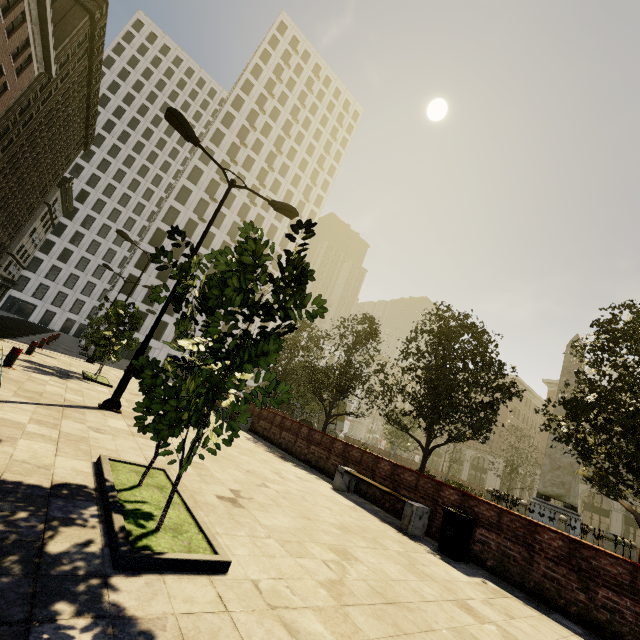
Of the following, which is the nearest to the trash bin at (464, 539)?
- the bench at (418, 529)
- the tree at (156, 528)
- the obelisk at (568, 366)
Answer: the bench at (418, 529)

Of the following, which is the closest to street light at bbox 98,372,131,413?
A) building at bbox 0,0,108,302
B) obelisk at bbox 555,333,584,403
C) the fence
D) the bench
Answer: the bench

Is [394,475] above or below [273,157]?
below

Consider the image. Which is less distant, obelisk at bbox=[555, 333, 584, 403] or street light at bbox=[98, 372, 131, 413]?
street light at bbox=[98, 372, 131, 413]

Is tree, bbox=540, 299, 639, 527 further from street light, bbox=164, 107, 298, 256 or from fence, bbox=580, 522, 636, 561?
street light, bbox=164, 107, 298, 256

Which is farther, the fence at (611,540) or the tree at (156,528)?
the fence at (611,540)

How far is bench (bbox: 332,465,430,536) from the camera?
7.12m

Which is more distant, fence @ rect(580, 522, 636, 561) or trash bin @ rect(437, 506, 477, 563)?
fence @ rect(580, 522, 636, 561)
